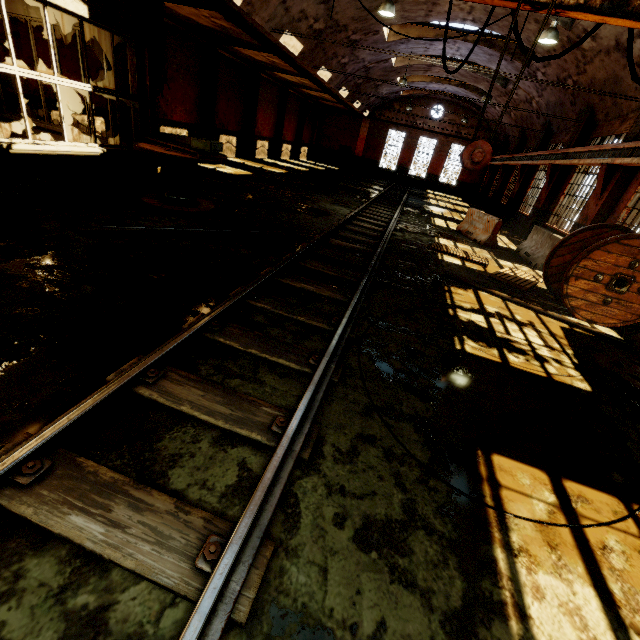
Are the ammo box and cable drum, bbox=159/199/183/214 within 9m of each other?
yes

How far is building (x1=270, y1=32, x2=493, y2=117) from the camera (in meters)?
14.48

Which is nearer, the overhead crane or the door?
the overhead crane

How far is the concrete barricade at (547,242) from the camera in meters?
10.2

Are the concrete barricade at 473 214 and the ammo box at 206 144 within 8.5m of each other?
no

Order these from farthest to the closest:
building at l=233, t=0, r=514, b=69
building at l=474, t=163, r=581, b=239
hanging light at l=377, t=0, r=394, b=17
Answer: building at l=474, t=163, r=581, b=239, building at l=233, t=0, r=514, b=69, hanging light at l=377, t=0, r=394, b=17

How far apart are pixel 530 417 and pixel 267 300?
3.5m

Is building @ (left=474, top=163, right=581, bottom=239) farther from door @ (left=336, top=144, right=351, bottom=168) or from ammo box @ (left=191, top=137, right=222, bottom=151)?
ammo box @ (left=191, top=137, right=222, bottom=151)
